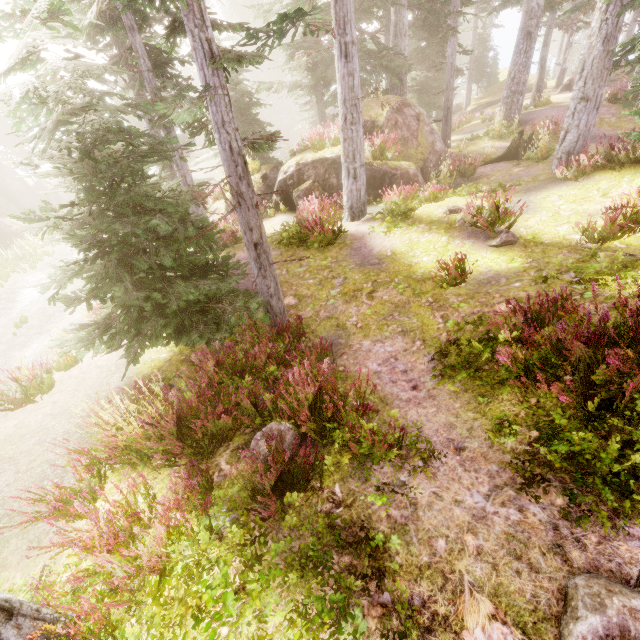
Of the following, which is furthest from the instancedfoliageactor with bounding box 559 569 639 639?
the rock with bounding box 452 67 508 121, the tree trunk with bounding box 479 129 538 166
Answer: the tree trunk with bounding box 479 129 538 166

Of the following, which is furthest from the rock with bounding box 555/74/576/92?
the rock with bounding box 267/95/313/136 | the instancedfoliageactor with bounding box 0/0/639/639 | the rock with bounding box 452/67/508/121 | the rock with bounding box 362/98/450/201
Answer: the rock with bounding box 267/95/313/136

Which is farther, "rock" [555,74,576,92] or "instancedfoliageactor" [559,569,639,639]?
"rock" [555,74,576,92]

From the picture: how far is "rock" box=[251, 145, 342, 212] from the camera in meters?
14.1 m

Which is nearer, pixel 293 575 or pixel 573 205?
pixel 293 575

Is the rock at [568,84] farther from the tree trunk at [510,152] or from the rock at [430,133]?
the rock at [430,133]

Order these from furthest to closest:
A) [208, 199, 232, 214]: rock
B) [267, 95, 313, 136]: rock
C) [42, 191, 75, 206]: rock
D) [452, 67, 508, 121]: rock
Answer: [267, 95, 313, 136]: rock, [42, 191, 75, 206]: rock, [452, 67, 508, 121]: rock, [208, 199, 232, 214]: rock

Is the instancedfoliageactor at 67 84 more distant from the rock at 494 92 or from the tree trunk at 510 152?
the tree trunk at 510 152
